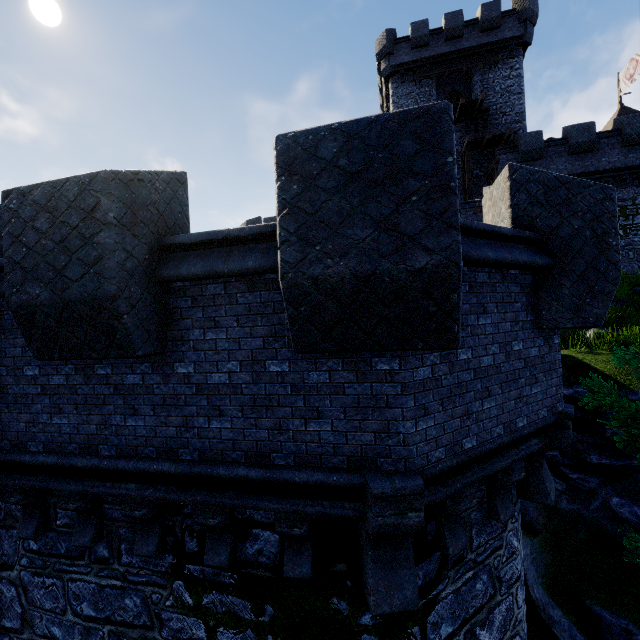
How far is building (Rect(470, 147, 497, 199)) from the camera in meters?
24.8 m

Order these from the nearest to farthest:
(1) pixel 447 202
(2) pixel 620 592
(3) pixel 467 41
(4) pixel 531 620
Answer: (1) pixel 447 202 → (2) pixel 620 592 → (4) pixel 531 620 → (3) pixel 467 41

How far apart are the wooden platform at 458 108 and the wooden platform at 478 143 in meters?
1.3 m

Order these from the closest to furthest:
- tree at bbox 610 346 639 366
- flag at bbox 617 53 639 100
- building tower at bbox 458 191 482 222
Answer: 1. tree at bbox 610 346 639 366
2. building tower at bbox 458 191 482 222
3. flag at bbox 617 53 639 100

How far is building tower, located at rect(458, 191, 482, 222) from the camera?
20.3m

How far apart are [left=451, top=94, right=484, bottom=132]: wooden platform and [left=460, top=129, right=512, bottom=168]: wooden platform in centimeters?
129cm

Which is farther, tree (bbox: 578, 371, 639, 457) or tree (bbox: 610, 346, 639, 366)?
tree (bbox: 578, 371, 639, 457)

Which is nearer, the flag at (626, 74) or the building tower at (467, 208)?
the building tower at (467, 208)
